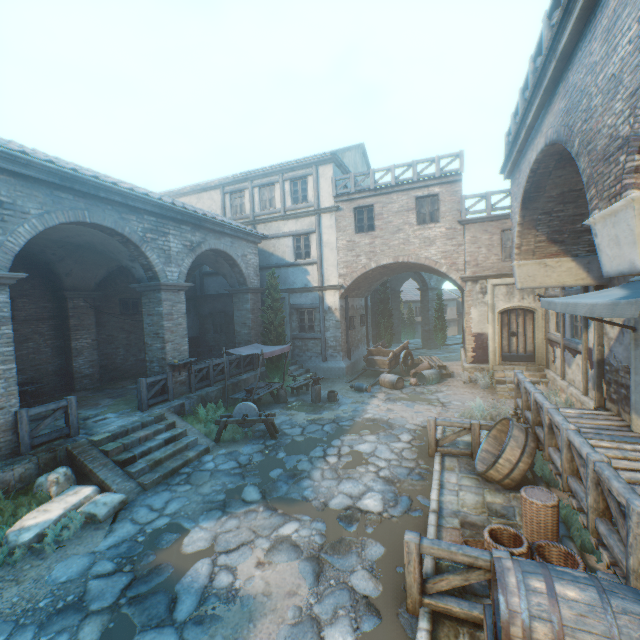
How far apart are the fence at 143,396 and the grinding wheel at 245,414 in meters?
2.0

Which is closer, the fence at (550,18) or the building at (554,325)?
the fence at (550,18)

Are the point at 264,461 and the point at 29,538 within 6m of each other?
yes

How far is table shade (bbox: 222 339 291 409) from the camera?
11.3 meters

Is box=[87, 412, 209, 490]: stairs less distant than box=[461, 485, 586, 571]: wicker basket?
No

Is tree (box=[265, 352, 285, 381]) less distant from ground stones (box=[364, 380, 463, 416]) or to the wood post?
ground stones (box=[364, 380, 463, 416])

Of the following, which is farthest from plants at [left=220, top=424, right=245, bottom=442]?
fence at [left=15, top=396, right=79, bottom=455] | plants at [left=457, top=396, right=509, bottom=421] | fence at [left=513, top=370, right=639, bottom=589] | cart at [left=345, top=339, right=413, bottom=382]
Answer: plants at [left=457, top=396, right=509, bottom=421]

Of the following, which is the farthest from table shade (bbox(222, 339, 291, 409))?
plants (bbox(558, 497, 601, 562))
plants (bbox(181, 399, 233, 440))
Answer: plants (bbox(558, 497, 601, 562))
